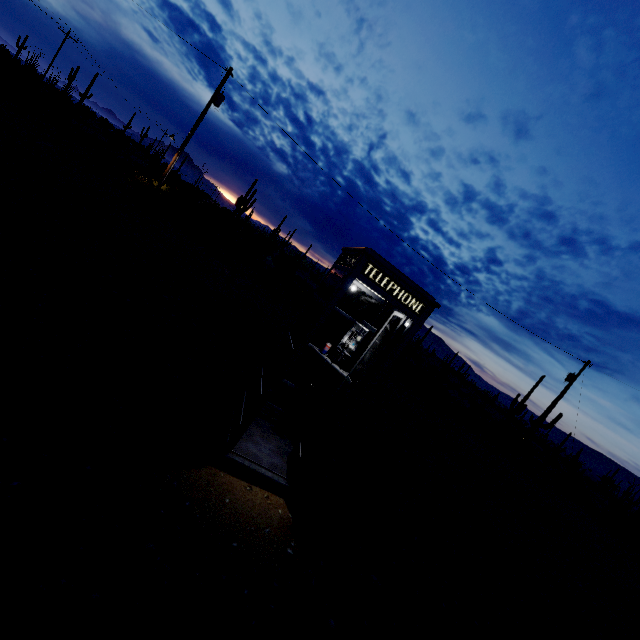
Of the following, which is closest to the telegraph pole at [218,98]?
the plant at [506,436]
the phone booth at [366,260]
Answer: the phone booth at [366,260]

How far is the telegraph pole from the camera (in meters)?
17.42

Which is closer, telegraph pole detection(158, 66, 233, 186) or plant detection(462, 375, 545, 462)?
telegraph pole detection(158, 66, 233, 186)

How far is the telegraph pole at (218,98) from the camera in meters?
17.4

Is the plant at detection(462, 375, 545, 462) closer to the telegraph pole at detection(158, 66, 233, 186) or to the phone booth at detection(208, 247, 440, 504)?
the phone booth at detection(208, 247, 440, 504)

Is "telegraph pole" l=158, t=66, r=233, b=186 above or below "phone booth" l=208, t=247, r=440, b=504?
above

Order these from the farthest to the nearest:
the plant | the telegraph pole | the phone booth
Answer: the plant
the telegraph pole
the phone booth

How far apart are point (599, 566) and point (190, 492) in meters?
14.0
